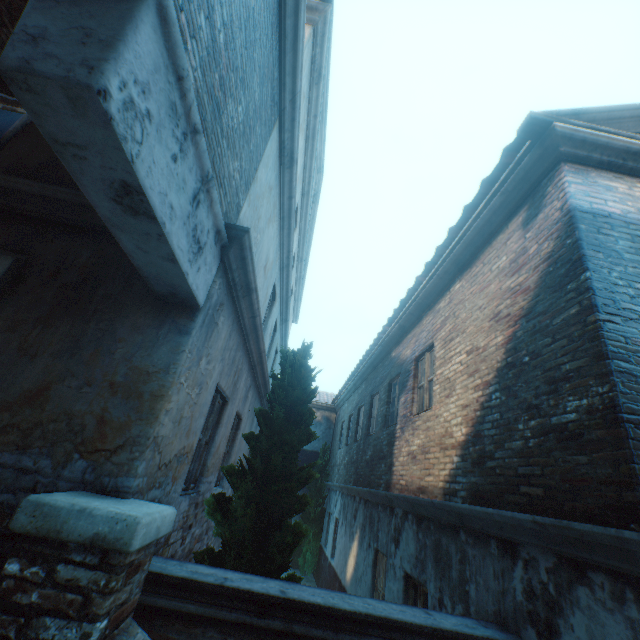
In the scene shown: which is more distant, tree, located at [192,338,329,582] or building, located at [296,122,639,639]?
tree, located at [192,338,329,582]

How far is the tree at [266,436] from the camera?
3.62m

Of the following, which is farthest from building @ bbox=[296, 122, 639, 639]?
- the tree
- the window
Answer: the tree

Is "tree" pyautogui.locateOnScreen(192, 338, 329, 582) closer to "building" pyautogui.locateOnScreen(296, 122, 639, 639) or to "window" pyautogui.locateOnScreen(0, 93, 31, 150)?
"window" pyautogui.locateOnScreen(0, 93, 31, 150)

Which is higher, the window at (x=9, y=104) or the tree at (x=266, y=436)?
the window at (x=9, y=104)

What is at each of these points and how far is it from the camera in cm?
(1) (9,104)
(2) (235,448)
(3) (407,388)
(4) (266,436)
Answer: (1) window, 382
(2) building, 673
(3) building, 743
(4) tree, 427

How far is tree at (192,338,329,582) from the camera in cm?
362
